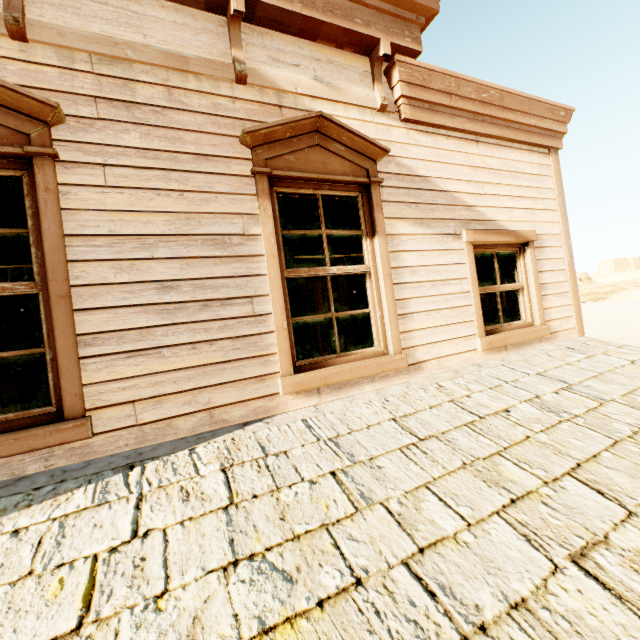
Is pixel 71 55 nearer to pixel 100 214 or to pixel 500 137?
pixel 100 214

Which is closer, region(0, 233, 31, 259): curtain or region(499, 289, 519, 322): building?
region(0, 233, 31, 259): curtain

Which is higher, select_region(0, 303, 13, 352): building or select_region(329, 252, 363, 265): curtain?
select_region(0, 303, 13, 352): building

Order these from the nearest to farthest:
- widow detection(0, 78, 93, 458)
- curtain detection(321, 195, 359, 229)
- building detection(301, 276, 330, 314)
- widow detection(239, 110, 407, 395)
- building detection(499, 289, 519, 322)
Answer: widow detection(0, 78, 93, 458) → widow detection(239, 110, 407, 395) → curtain detection(321, 195, 359, 229) → building detection(499, 289, 519, 322) → building detection(301, 276, 330, 314)

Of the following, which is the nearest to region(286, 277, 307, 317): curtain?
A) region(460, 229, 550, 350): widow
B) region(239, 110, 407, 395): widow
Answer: region(239, 110, 407, 395): widow

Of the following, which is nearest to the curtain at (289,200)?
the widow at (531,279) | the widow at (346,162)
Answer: the widow at (346,162)

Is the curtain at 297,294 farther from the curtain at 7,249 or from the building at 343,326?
the curtain at 7,249

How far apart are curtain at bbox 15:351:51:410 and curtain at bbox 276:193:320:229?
1.5m
